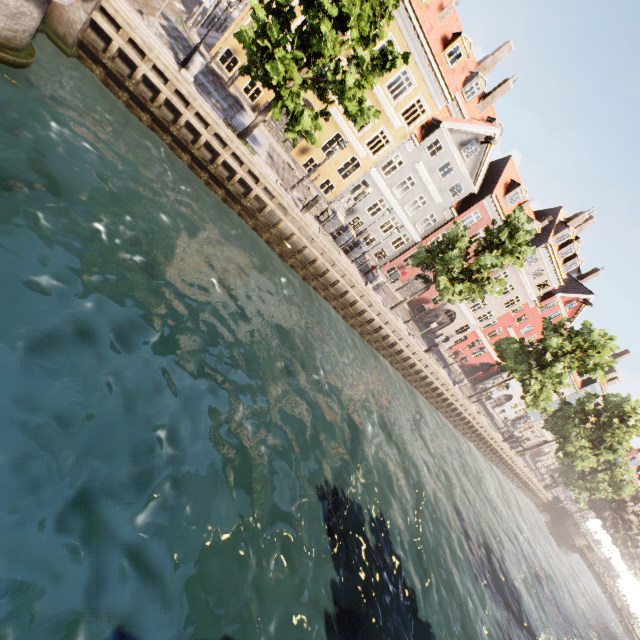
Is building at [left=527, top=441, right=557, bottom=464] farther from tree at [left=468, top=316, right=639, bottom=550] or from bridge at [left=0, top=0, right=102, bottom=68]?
bridge at [left=0, top=0, right=102, bottom=68]

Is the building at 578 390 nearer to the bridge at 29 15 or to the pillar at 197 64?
the pillar at 197 64

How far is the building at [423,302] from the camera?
32.16m

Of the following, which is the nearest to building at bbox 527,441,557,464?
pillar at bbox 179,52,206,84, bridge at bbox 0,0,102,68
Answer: A: pillar at bbox 179,52,206,84

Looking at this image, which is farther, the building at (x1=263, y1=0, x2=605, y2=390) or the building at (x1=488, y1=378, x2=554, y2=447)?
the building at (x1=488, y1=378, x2=554, y2=447)

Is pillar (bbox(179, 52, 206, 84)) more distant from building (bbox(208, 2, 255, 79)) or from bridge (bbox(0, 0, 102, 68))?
building (bbox(208, 2, 255, 79))

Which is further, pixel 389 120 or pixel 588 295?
pixel 588 295

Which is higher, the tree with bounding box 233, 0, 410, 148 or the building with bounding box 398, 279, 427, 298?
the tree with bounding box 233, 0, 410, 148
